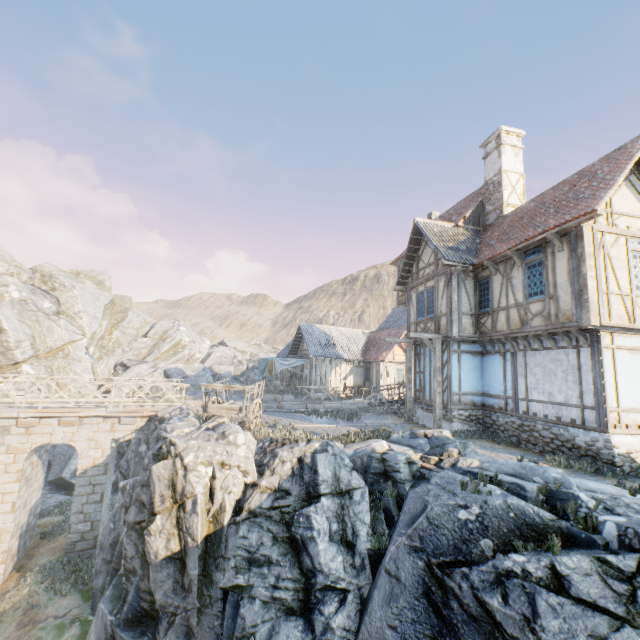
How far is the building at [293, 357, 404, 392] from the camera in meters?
27.1

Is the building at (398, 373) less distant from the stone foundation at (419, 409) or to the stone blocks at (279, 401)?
the stone blocks at (279, 401)

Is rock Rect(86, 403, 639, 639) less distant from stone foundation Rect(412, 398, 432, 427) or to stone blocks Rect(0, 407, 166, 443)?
stone blocks Rect(0, 407, 166, 443)

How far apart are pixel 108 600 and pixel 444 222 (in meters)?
19.09

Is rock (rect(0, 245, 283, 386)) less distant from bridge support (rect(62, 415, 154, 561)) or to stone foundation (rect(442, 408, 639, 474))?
bridge support (rect(62, 415, 154, 561))

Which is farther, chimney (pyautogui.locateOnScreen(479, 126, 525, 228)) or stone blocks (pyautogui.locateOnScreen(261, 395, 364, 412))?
stone blocks (pyautogui.locateOnScreen(261, 395, 364, 412))

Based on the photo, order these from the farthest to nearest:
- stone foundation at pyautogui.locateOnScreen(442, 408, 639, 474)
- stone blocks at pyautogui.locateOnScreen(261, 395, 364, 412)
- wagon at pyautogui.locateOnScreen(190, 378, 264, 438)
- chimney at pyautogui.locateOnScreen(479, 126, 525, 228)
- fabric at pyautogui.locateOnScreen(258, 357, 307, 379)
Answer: fabric at pyautogui.locateOnScreen(258, 357, 307, 379) < stone blocks at pyautogui.locateOnScreen(261, 395, 364, 412) < chimney at pyautogui.locateOnScreen(479, 126, 525, 228) < wagon at pyautogui.locateOnScreen(190, 378, 264, 438) < stone foundation at pyautogui.locateOnScreen(442, 408, 639, 474)

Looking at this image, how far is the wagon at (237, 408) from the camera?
10.8 meters
